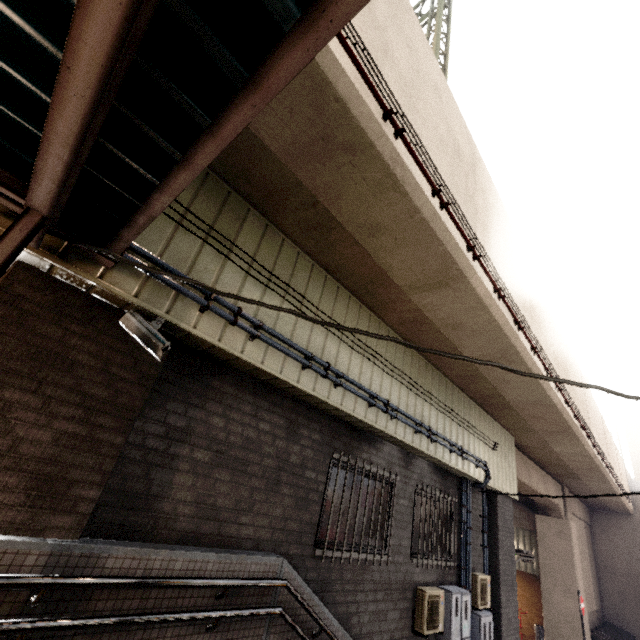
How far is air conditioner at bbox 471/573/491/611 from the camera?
6.87m

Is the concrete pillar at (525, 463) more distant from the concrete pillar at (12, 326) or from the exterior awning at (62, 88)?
the exterior awning at (62, 88)

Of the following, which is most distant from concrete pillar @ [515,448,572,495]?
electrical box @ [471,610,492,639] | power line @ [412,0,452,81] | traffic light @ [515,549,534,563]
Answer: power line @ [412,0,452,81]

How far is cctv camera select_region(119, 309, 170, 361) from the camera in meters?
2.8 m

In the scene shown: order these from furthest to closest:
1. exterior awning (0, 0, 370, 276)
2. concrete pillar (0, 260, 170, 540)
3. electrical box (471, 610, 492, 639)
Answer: electrical box (471, 610, 492, 639), concrete pillar (0, 260, 170, 540), exterior awning (0, 0, 370, 276)

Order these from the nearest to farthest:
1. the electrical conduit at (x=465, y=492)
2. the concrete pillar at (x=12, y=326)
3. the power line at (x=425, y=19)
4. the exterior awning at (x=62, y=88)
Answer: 1. the exterior awning at (x=62, y=88)
2. the concrete pillar at (x=12, y=326)
3. the electrical conduit at (x=465, y=492)
4. the power line at (x=425, y=19)

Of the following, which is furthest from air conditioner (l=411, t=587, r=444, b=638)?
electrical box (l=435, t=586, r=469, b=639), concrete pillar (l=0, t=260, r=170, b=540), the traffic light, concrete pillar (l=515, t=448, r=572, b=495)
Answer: concrete pillar (l=0, t=260, r=170, b=540)

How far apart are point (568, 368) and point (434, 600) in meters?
7.2 m
